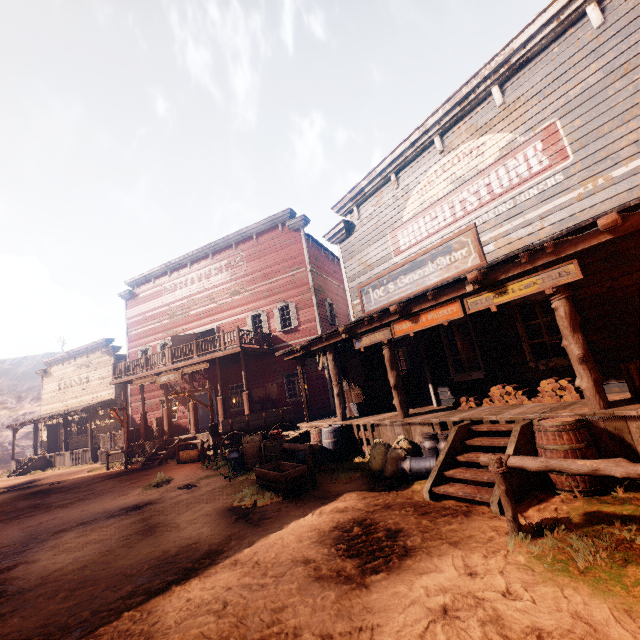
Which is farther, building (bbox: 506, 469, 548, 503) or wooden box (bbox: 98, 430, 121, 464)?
wooden box (bbox: 98, 430, 121, 464)

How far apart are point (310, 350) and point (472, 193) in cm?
662

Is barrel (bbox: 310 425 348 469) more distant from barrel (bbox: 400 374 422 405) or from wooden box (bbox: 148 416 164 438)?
wooden box (bbox: 148 416 164 438)

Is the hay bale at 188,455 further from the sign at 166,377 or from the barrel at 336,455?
the barrel at 336,455

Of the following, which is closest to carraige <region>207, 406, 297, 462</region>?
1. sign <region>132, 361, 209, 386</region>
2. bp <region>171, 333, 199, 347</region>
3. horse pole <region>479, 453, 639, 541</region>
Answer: sign <region>132, 361, 209, 386</region>

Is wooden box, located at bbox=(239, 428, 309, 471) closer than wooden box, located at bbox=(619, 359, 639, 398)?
No

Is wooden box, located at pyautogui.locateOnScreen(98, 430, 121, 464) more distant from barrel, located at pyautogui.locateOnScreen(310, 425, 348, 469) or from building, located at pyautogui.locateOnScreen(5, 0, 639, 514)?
barrel, located at pyautogui.locateOnScreen(310, 425, 348, 469)

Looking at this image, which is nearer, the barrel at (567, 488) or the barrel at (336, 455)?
the barrel at (567, 488)
